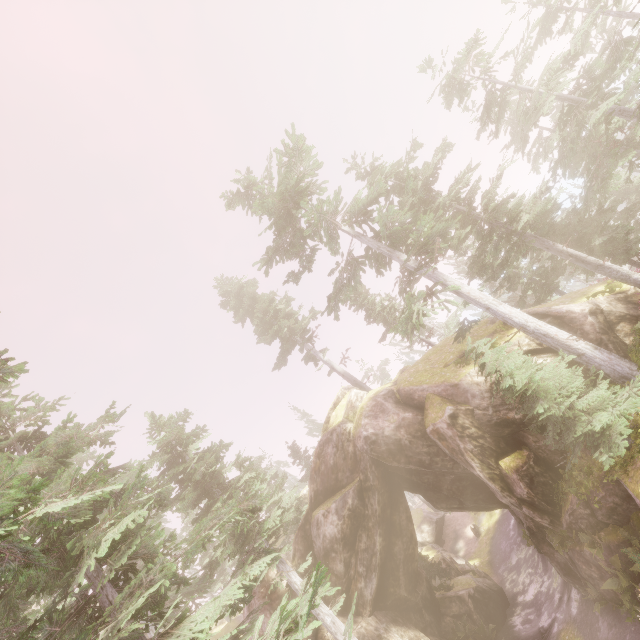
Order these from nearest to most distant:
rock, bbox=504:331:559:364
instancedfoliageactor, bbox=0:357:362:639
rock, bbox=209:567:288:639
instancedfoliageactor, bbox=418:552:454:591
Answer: instancedfoliageactor, bbox=0:357:362:639
rock, bbox=504:331:559:364
rock, bbox=209:567:288:639
instancedfoliageactor, bbox=418:552:454:591

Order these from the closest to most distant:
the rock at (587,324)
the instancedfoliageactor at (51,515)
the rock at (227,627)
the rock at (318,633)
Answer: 1. the instancedfoliageactor at (51,515)
2. the rock at (587,324)
3. the rock at (318,633)
4. the rock at (227,627)

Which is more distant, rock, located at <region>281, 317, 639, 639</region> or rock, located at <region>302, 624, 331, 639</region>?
rock, located at <region>302, 624, 331, 639</region>

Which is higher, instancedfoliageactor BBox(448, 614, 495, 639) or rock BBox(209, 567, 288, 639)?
rock BBox(209, 567, 288, 639)

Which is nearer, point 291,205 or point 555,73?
point 291,205

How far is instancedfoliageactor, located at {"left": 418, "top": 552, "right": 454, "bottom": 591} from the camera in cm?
2264

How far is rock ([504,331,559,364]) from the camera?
15.9 meters

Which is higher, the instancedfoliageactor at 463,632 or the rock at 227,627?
the rock at 227,627
